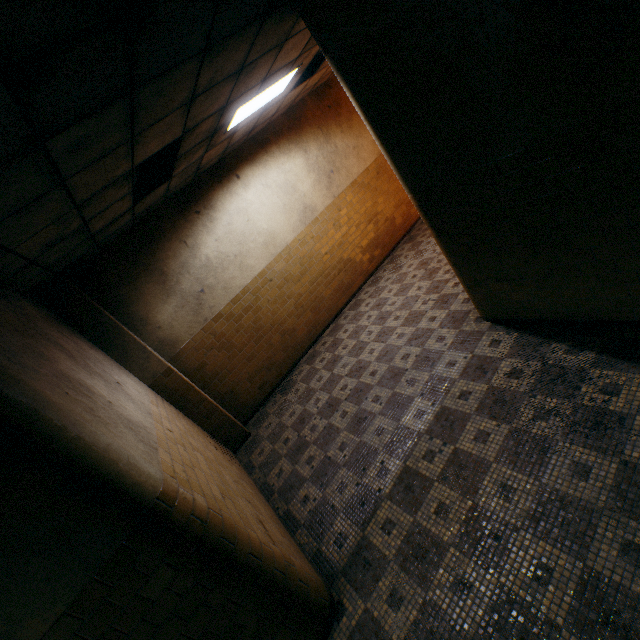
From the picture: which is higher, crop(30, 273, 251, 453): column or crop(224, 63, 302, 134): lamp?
crop(224, 63, 302, 134): lamp

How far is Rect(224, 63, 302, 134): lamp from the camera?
4.3 meters

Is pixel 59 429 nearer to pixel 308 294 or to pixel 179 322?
pixel 179 322

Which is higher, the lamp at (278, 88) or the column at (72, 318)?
the lamp at (278, 88)

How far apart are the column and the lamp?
3.13m

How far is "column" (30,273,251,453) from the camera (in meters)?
4.59

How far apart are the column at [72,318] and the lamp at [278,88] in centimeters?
313cm
